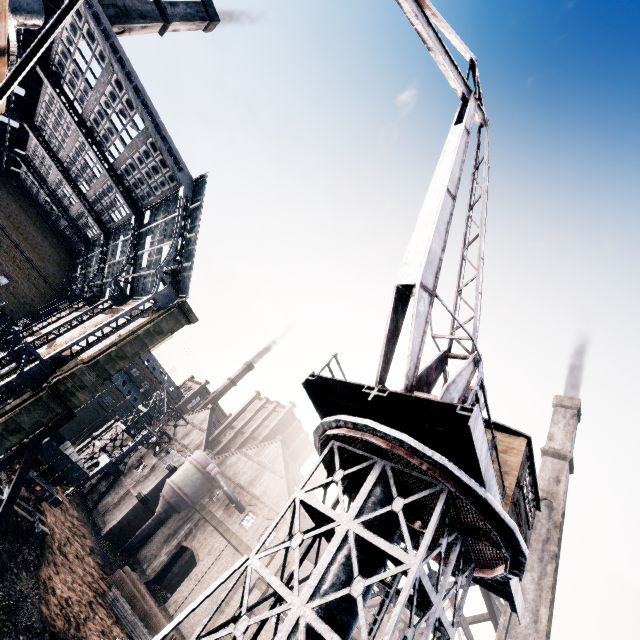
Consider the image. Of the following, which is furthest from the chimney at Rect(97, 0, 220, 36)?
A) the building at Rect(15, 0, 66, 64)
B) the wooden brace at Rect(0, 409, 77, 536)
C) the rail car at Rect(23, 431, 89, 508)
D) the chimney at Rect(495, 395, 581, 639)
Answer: the chimney at Rect(495, 395, 581, 639)

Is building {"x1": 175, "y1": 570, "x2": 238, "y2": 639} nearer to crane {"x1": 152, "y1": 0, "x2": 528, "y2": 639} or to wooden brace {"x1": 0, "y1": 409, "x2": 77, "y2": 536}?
wooden brace {"x1": 0, "y1": 409, "x2": 77, "y2": 536}

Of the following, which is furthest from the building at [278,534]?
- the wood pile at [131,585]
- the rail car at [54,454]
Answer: the rail car at [54,454]

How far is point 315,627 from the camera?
6.7m

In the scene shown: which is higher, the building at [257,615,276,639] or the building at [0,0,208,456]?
the building at [0,0,208,456]

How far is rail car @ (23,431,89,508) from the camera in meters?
26.0 m

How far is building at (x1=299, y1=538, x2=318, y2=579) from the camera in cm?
3073

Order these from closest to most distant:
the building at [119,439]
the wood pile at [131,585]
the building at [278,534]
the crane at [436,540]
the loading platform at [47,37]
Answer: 1. the loading platform at [47,37]
2. the crane at [436,540]
3. the wood pile at [131,585]
4. the building at [278,534]
5. the building at [119,439]
